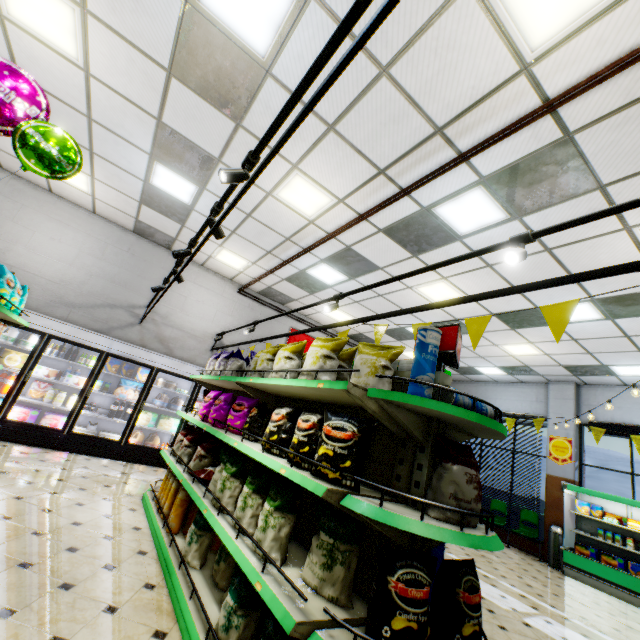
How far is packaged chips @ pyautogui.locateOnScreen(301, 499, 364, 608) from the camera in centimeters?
184cm

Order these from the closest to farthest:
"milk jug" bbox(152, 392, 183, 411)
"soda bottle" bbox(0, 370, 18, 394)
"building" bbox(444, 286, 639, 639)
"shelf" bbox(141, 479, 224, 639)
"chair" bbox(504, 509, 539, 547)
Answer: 1. "shelf" bbox(141, 479, 224, 639)
2. "building" bbox(444, 286, 639, 639)
3. "soda bottle" bbox(0, 370, 18, 394)
4. "milk jug" bbox(152, 392, 183, 411)
5. "chair" bbox(504, 509, 539, 547)

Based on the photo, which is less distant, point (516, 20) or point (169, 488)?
point (516, 20)

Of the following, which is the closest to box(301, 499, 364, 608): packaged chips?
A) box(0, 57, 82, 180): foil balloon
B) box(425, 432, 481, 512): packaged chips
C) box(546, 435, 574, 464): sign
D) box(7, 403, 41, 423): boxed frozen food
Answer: box(425, 432, 481, 512): packaged chips

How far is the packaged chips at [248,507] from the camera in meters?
2.2

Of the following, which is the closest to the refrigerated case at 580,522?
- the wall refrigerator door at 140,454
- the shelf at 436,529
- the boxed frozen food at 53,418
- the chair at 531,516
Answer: the chair at 531,516

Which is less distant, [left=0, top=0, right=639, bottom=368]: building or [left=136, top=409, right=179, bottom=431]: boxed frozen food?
[left=0, top=0, right=639, bottom=368]: building

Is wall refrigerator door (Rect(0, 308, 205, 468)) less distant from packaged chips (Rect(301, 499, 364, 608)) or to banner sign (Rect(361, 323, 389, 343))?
banner sign (Rect(361, 323, 389, 343))
